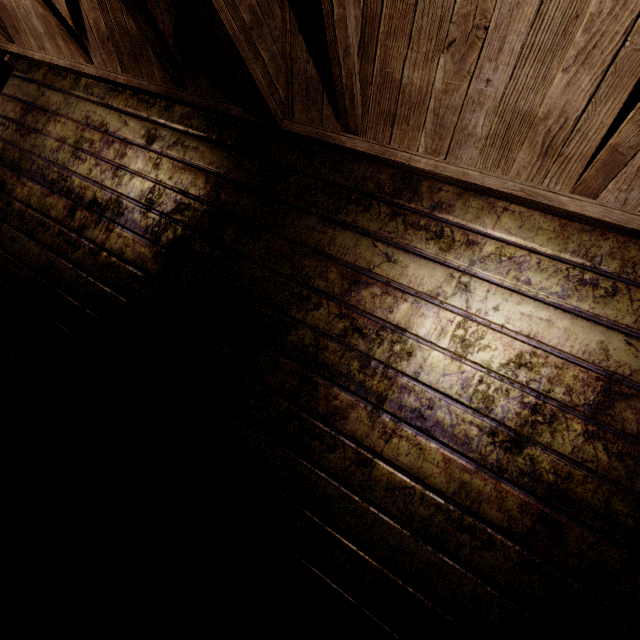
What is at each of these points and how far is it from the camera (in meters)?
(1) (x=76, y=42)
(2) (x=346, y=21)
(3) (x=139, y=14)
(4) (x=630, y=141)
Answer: (1) beam, 2.16
(2) beam, 1.15
(3) beam, 1.63
(4) beam, 1.03

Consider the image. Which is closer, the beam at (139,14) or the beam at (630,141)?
the beam at (630,141)

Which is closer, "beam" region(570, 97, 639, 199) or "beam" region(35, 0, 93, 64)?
"beam" region(570, 97, 639, 199)
